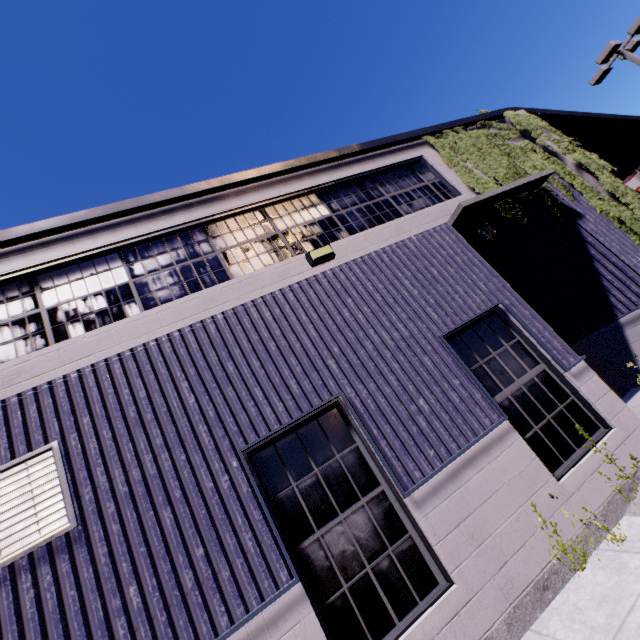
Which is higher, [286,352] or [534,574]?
[286,352]

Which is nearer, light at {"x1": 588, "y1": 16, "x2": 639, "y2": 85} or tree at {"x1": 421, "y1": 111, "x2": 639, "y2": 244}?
tree at {"x1": 421, "y1": 111, "x2": 639, "y2": 244}

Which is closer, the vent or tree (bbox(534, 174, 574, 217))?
the vent

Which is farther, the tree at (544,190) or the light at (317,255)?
the tree at (544,190)

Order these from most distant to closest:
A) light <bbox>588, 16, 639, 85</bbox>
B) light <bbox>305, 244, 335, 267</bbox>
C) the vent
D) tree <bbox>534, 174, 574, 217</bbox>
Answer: light <bbox>588, 16, 639, 85</bbox>
tree <bbox>534, 174, 574, 217</bbox>
light <bbox>305, 244, 335, 267</bbox>
the vent

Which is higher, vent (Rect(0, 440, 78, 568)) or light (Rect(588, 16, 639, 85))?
light (Rect(588, 16, 639, 85))

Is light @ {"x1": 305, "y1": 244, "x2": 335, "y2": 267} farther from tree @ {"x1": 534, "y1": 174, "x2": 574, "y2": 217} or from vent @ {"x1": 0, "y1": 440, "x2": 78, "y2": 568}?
vent @ {"x1": 0, "y1": 440, "x2": 78, "y2": 568}

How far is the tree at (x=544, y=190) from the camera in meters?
7.4
